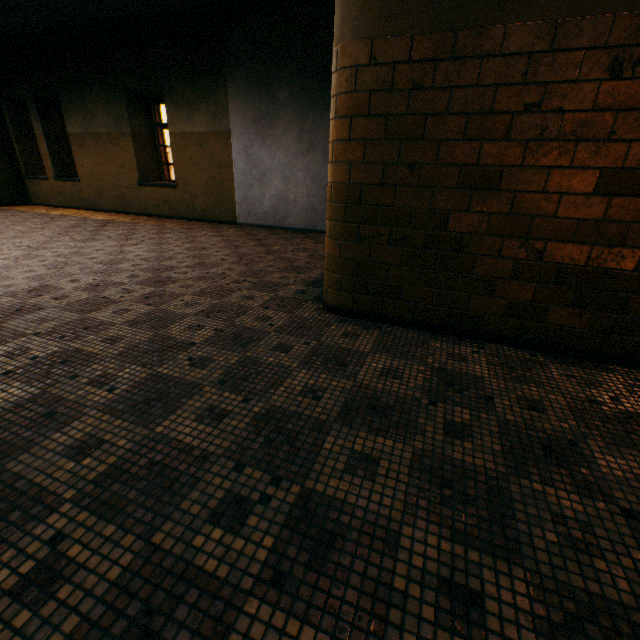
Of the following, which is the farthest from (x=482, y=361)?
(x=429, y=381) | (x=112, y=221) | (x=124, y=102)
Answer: (x=124, y=102)
